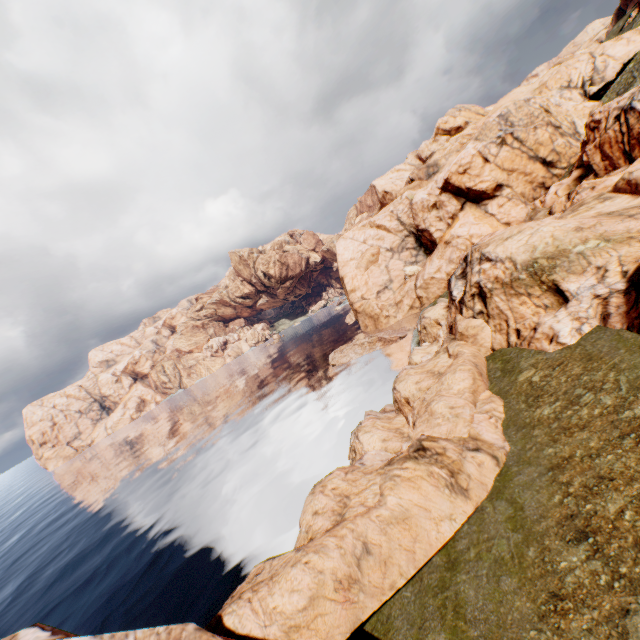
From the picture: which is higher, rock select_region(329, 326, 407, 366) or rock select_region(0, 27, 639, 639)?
rock select_region(0, 27, 639, 639)

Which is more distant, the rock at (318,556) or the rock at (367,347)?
the rock at (367,347)

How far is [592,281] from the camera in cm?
1797

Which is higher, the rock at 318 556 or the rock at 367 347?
the rock at 318 556

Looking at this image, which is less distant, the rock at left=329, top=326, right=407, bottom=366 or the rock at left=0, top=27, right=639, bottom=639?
the rock at left=0, top=27, right=639, bottom=639

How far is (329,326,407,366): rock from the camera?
47.12m
